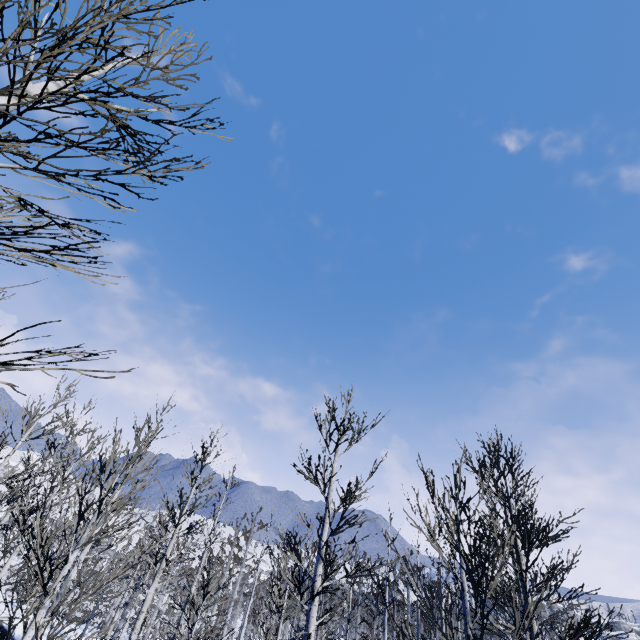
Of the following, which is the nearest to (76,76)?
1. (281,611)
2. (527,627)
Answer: (527,627)
